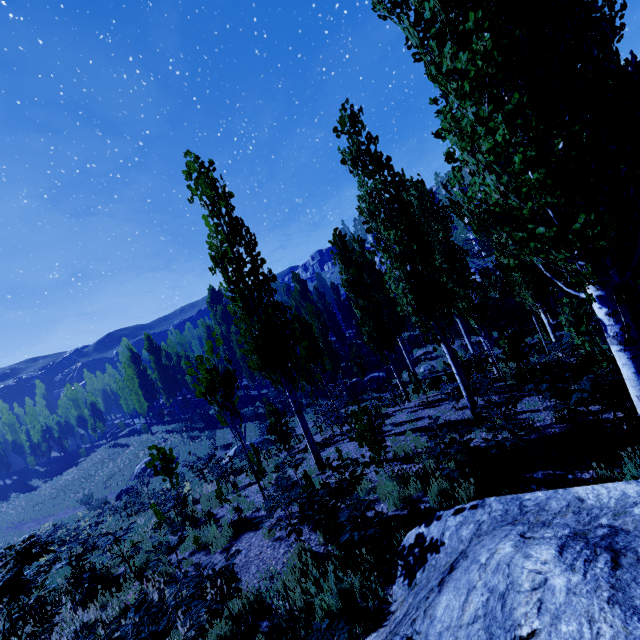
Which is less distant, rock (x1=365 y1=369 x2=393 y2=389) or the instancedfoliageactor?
the instancedfoliageactor

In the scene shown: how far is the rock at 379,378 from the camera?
26.8m

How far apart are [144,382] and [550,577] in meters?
49.8

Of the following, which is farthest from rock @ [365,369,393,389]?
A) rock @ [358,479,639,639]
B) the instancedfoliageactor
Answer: rock @ [358,479,639,639]

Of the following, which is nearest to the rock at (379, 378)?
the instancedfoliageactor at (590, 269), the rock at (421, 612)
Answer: the instancedfoliageactor at (590, 269)

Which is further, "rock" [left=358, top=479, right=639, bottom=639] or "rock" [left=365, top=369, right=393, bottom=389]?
"rock" [left=365, top=369, right=393, bottom=389]

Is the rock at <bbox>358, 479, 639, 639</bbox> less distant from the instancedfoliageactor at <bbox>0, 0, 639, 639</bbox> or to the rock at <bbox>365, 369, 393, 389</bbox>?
the instancedfoliageactor at <bbox>0, 0, 639, 639</bbox>
